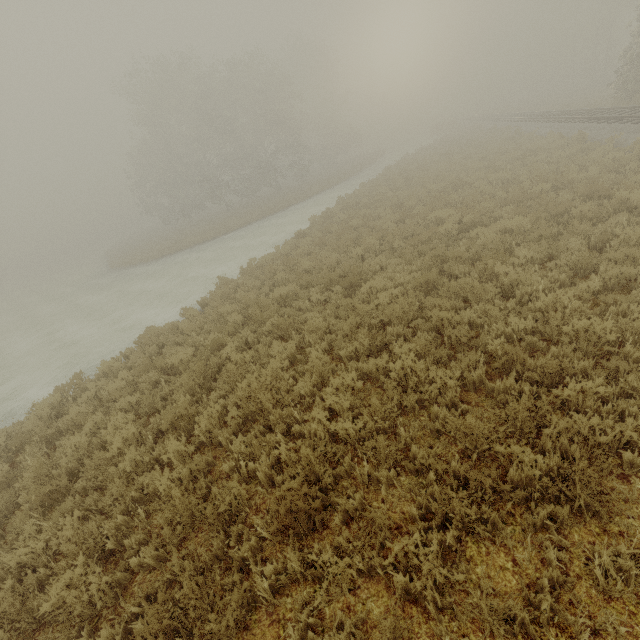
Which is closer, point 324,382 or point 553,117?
point 324,382
